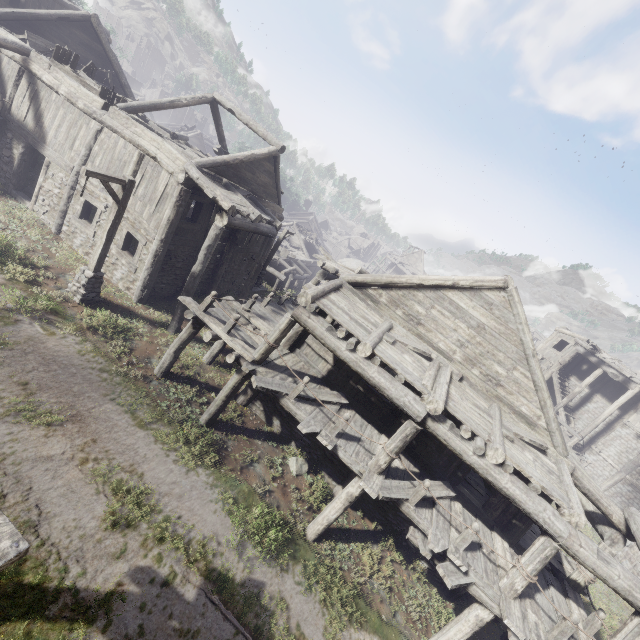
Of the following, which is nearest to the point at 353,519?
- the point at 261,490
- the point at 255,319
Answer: the point at 261,490

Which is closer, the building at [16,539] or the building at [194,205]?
the building at [16,539]

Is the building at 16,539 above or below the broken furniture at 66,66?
below

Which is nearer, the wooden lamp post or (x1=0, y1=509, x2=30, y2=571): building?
(x1=0, y1=509, x2=30, y2=571): building

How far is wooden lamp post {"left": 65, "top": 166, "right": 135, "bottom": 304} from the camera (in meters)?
9.59

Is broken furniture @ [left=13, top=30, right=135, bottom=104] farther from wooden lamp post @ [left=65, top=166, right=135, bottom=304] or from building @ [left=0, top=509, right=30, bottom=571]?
wooden lamp post @ [left=65, top=166, right=135, bottom=304]

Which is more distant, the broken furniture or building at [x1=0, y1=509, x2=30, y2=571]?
the broken furniture

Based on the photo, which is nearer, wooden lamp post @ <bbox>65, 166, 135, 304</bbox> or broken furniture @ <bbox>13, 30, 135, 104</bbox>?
wooden lamp post @ <bbox>65, 166, 135, 304</bbox>
